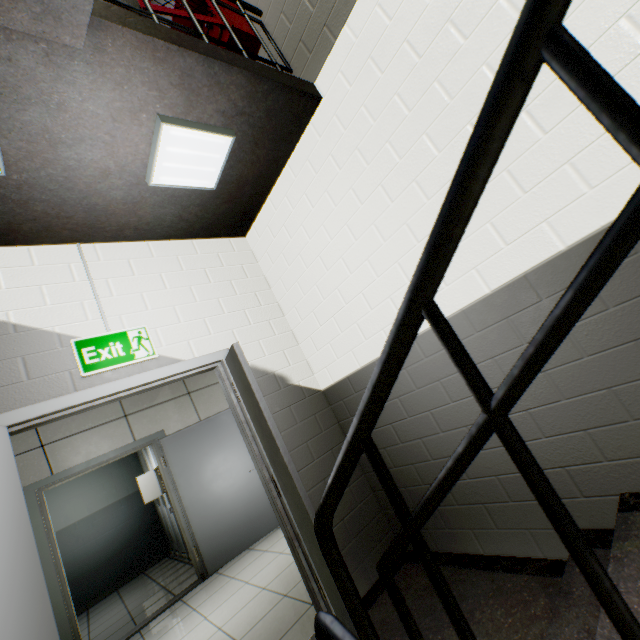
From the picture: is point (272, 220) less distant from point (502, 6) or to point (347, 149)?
point (347, 149)

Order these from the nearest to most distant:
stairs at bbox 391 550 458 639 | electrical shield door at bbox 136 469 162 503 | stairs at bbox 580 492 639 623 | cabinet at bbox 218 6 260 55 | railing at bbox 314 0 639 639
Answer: railing at bbox 314 0 639 639 → stairs at bbox 580 492 639 623 → stairs at bbox 391 550 458 639 → cabinet at bbox 218 6 260 55 → electrical shield door at bbox 136 469 162 503

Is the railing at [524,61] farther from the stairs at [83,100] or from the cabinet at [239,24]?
the cabinet at [239,24]

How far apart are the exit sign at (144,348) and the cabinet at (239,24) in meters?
2.3

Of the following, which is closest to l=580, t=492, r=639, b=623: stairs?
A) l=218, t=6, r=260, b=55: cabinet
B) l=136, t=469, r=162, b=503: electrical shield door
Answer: l=218, t=6, r=260, b=55: cabinet

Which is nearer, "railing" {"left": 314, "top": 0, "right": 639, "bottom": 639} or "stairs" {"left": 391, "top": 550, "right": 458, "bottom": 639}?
"railing" {"left": 314, "top": 0, "right": 639, "bottom": 639}

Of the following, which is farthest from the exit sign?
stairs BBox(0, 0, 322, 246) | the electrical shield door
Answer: the electrical shield door

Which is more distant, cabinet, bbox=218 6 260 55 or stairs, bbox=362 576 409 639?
cabinet, bbox=218 6 260 55
